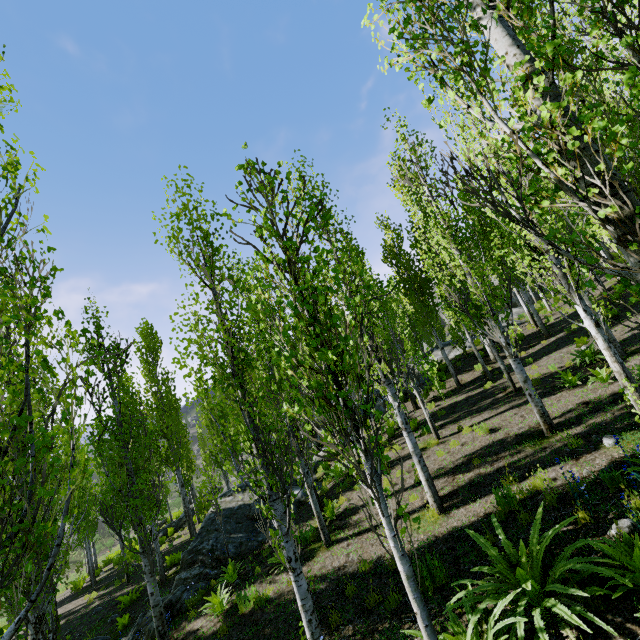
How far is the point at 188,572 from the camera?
11.2 meters

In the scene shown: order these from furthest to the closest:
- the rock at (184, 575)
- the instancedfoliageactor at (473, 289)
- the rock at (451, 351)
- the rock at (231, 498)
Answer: the rock at (451, 351) < the rock at (231, 498) < the rock at (184, 575) < the instancedfoliageactor at (473, 289)

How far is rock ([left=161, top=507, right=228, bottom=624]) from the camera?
9.75m

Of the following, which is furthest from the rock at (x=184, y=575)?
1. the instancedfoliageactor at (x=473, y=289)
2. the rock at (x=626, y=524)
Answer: the rock at (x=626, y=524)

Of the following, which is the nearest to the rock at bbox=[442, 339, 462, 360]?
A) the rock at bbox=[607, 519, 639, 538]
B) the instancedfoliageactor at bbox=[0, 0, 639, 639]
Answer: the instancedfoliageactor at bbox=[0, 0, 639, 639]

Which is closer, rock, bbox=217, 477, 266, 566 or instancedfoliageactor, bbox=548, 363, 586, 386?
instancedfoliageactor, bbox=548, 363, 586, 386

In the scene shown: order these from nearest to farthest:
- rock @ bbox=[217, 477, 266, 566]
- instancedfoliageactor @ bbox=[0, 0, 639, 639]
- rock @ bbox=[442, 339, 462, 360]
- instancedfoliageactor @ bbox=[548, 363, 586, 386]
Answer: instancedfoliageactor @ bbox=[0, 0, 639, 639], instancedfoliageactor @ bbox=[548, 363, 586, 386], rock @ bbox=[217, 477, 266, 566], rock @ bbox=[442, 339, 462, 360]
